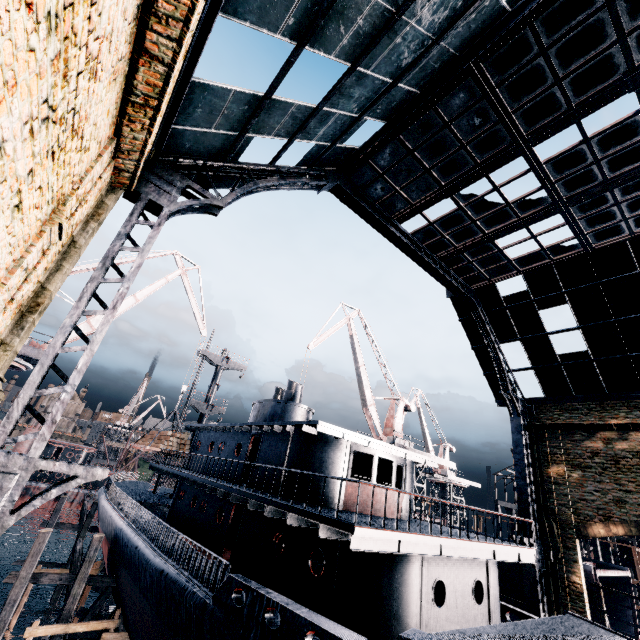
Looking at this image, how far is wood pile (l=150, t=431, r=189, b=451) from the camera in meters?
23.7

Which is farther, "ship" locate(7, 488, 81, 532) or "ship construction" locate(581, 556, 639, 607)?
"ship" locate(7, 488, 81, 532)

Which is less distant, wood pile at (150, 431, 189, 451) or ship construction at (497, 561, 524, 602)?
wood pile at (150, 431, 189, 451)

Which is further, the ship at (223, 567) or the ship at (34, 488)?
the ship at (34, 488)

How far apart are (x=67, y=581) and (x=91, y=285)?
20.2 meters

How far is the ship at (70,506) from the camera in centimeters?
5688cm

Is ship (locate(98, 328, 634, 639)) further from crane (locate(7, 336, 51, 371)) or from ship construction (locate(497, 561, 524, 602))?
ship construction (locate(497, 561, 524, 602))

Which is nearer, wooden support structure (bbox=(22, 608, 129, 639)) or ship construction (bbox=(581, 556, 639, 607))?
wooden support structure (bbox=(22, 608, 129, 639))
